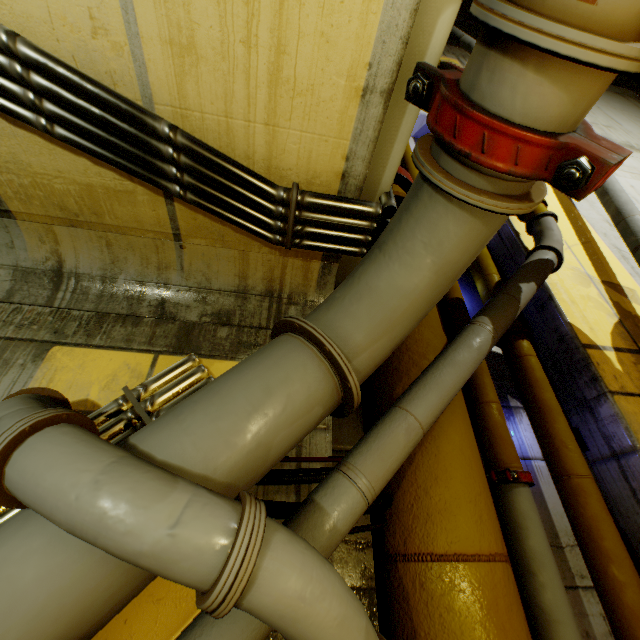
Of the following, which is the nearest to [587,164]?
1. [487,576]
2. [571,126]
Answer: [571,126]

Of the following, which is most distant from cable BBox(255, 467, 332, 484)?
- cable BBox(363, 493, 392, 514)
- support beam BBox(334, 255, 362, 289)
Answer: support beam BBox(334, 255, 362, 289)

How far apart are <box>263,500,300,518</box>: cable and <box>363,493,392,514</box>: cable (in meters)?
0.13

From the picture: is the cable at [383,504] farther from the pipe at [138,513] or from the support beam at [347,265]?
the support beam at [347,265]

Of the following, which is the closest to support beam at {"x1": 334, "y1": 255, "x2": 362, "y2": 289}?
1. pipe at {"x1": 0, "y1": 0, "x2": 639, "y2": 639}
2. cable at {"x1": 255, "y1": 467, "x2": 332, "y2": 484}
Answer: pipe at {"x1": 0, "y1": 0, "x2": 639, "y2": 639}

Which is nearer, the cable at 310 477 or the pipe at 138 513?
the pipe at 138 513

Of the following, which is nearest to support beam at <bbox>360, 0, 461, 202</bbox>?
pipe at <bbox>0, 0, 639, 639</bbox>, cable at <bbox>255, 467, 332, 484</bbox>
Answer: pipe at <bbox>0, 0, 639, 639</bbox>

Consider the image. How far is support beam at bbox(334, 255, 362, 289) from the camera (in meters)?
2.57
